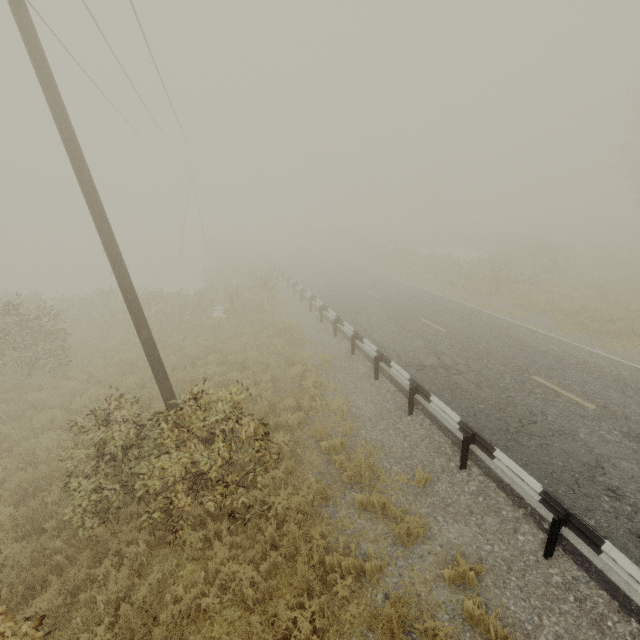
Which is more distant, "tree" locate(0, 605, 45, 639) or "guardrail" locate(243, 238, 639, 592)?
"guardrail" locate(243, 238, 639, 592)

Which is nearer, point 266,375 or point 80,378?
point 266,375

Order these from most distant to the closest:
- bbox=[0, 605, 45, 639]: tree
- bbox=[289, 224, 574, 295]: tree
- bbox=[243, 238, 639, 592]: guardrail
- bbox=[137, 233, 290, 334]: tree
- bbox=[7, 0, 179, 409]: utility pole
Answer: bbox=[289, 224, 574, 295]: tree
bbox=[137, 233, 290, 334]: tree
bbox=[7, 0, 179, 409]: utility pole
bbox=[243, 238, 639, 592]: guardrail
bbox=[0, 605, 45, 639]: tree

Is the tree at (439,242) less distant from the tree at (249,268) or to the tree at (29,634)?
the tree at (249,268)

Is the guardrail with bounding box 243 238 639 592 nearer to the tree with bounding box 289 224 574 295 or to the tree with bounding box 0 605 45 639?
the tree with bounding box 0 605 45 639

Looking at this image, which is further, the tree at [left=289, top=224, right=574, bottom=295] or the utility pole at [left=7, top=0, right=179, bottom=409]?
the tree at [left=289, top=224, right=574, bottom=295]

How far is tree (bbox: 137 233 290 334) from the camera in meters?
16.1

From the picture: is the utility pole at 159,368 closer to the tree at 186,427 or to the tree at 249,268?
the tree at 186,427
